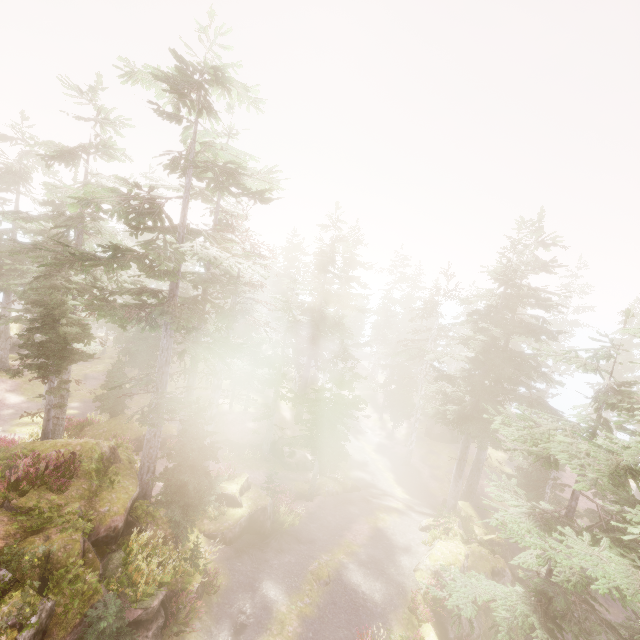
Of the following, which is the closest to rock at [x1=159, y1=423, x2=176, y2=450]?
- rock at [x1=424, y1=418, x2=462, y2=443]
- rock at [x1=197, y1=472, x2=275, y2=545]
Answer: rock at [x1=197, y1=472, x2=275, y2=545]

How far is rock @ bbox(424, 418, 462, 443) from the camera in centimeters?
4109cm

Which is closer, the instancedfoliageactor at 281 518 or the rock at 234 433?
the instancedfoliageactor at 281 518

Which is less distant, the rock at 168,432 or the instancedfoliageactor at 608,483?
the instancedfoliageactor at 608,483

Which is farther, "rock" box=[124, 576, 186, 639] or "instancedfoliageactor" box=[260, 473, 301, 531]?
"instancedfoliageactor" box=[260, 473, 301, 531]

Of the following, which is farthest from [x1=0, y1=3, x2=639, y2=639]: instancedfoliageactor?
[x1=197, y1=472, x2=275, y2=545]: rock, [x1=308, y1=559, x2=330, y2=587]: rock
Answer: [x1=308, y1=559, x2=330, y2=587]: rock

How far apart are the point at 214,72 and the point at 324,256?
26.07m

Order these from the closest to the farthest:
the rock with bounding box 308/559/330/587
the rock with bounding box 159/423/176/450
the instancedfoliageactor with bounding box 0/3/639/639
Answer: the instancedfoliageactor with bounding box 0/3/639/639 < the rock with bounding box 308/559/330/587 < the rock with bounding box 159/423/176/450
